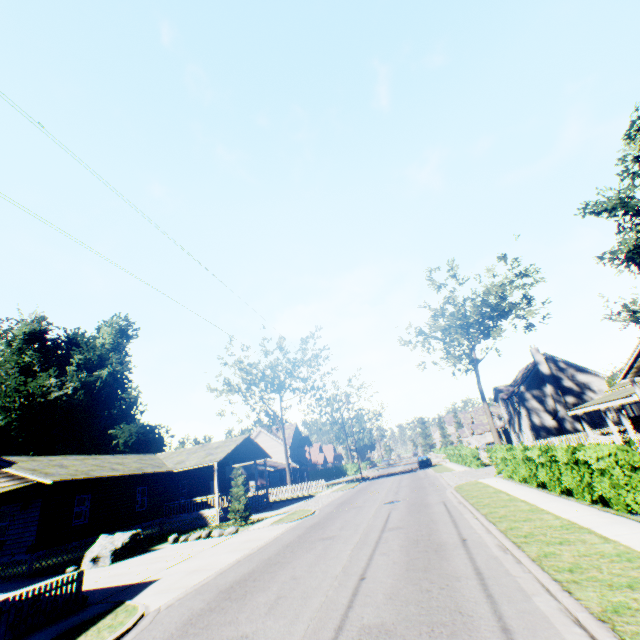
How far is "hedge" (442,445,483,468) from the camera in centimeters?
3039cm

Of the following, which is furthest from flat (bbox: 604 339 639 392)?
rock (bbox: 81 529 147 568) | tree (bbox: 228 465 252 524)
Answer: rock (bbox: 81 529 147 568)

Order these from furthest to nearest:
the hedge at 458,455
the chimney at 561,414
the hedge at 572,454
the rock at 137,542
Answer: the chimney at 561,414 → the hedge at 458,455 → the rock at 137,542 → the hedge at 572,454

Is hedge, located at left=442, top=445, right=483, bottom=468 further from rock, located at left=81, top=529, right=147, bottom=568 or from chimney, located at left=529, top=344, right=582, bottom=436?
rock, located at left=81, top=529, right=147, bottom=568

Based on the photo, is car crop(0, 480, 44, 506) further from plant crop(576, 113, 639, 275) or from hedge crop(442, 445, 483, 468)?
plant crop(576, 113, 639, 275)

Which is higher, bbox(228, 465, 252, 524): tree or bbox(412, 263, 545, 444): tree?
bbox(412, 263, 545, 444): tree

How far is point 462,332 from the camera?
33.8m

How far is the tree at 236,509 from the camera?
21.4m
